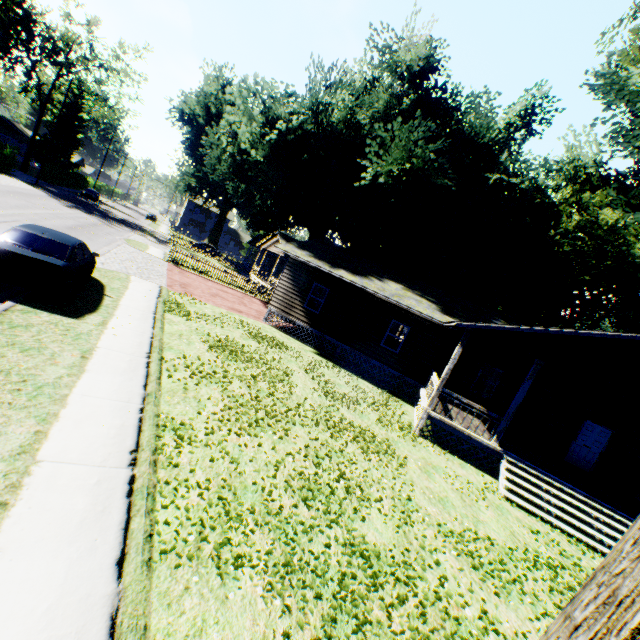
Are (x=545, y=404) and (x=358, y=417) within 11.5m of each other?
yes

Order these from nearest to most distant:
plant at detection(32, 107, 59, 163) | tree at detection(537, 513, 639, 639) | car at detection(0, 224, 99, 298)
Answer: tree at detection(537, 513, 639, 639)
car at detection(0, 224, 99, 298)
plant at detection(32, 107, 59, 163)

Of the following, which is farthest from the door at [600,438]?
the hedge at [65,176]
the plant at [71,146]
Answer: the plant at [71,146]

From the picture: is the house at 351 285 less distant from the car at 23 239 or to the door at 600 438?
the door at 600 438

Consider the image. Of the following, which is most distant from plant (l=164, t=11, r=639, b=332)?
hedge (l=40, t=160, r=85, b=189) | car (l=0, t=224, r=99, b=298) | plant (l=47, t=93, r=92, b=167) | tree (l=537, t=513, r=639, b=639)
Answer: car (l=0, t=224, r=99, b=298)

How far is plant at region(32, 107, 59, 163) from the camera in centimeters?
5566cm

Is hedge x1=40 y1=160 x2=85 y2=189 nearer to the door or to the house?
the house
